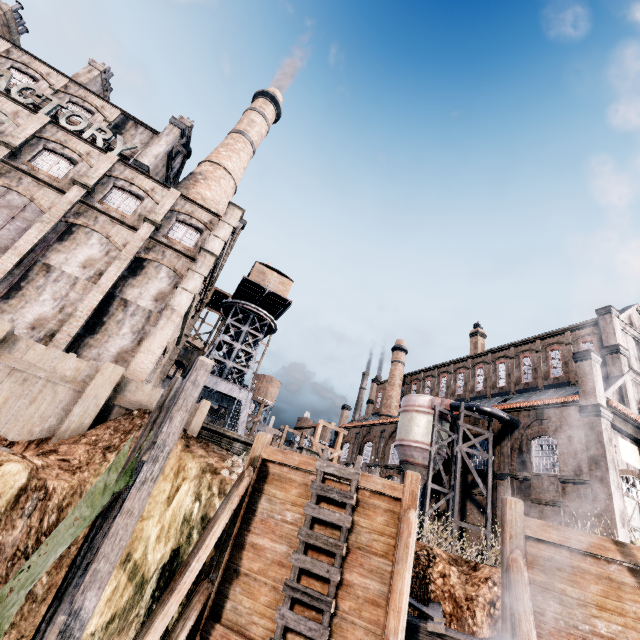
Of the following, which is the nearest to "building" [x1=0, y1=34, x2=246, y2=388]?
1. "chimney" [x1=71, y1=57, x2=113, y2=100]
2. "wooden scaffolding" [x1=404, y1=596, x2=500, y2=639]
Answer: "chimney" [x1=71, y1=57, x2=113, y2=100]

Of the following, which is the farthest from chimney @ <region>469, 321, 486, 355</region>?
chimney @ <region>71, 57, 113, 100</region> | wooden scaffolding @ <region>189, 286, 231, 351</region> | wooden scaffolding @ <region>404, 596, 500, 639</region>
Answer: chimney @ <region>71, 57, 113, 100</region>

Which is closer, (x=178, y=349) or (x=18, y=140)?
(x=18, y=140)

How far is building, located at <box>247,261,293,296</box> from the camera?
39.2m

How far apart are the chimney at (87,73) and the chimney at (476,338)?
52.74m

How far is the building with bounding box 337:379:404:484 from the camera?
39.9m

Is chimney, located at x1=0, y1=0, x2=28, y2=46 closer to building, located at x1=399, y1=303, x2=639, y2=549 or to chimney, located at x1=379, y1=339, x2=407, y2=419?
building, located at x1=399, y1=303, x2=639, y2=549

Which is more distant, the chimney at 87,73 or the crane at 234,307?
the crane at 234,307
